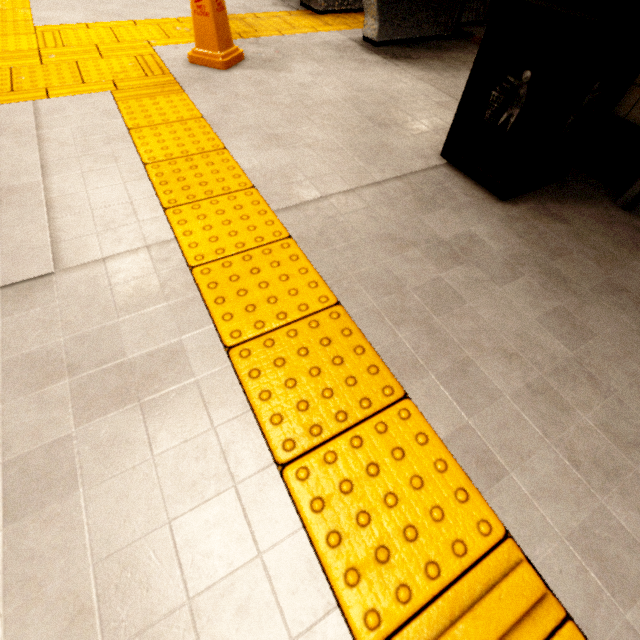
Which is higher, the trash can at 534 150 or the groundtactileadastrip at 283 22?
the trash can at 534 150

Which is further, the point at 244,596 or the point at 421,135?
the point at 421,135

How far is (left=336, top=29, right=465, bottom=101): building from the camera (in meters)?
2.83

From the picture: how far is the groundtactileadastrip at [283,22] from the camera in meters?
3.4

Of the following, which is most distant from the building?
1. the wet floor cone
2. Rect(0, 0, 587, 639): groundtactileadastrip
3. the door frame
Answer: the wet floor cone

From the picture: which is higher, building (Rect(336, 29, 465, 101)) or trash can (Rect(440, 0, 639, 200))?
trash can (Rect(440, 0, 639, 200))

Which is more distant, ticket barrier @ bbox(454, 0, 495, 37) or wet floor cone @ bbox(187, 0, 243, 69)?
ticket barrier @ bbox(454, 0, 495, 37)

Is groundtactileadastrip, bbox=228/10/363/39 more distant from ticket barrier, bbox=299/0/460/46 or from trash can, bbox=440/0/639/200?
trash can, bbox=440/0/639/200
